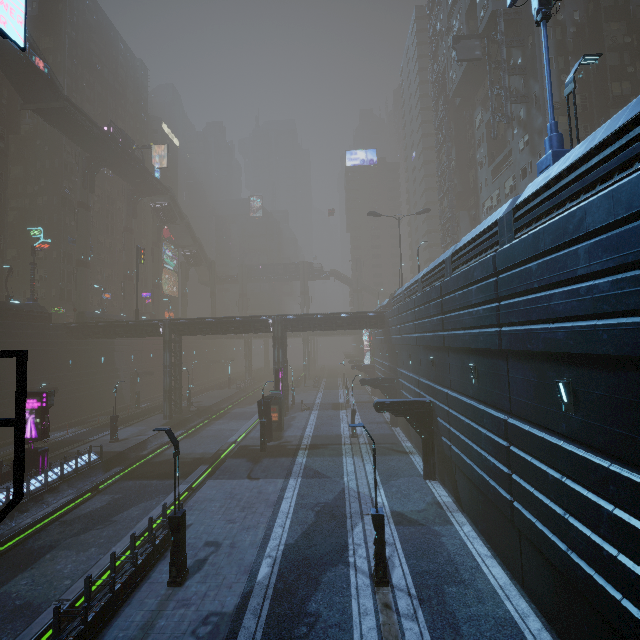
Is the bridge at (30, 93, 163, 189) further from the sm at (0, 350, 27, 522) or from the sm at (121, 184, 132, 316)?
the sm at (0, 350, 27, 522)

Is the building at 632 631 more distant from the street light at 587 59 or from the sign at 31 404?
the street light at 587 59

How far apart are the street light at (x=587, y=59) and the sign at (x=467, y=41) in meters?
30.1 m

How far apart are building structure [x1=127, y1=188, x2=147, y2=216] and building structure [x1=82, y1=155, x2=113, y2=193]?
9.89m

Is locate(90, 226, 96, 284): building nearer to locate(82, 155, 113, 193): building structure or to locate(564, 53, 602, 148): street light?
locate(564, 53, 602, 148): street light

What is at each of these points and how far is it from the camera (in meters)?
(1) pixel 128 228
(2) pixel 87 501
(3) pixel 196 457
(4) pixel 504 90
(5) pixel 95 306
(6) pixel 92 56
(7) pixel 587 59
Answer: (1) sm, 59.34
(2) train rail, 20.94
(3) train rail, 28.47
(4) building structure, 32.12
(5) building, 59.72
(6) building, 59.25
(7) street light, 11.87

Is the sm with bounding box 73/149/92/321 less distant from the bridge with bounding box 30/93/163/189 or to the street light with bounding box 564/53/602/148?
the bridge with bounding box 30/93/163/189

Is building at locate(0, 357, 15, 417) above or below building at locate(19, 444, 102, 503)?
above
